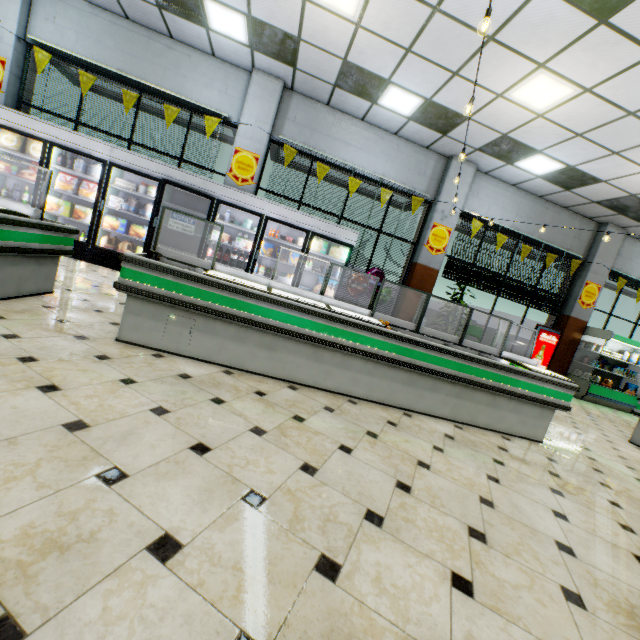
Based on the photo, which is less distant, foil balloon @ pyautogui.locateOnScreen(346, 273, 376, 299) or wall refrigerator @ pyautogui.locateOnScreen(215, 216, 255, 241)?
wall refrigerator @ pyautogui.locateOnScreen(215, 216, 255, 241)

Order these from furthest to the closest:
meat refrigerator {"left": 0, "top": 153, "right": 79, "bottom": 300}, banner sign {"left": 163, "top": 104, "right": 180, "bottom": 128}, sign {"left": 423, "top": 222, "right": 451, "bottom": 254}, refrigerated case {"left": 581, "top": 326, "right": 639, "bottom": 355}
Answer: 1. refrigerated case {"left": 581, "top": 326, "right": 639, "bottom": 355}
2. sign {"left": 423, "top": 222, "right": 451, "bottom": 254}
3. banner sign {"left": 163, "top": 104, "right": 180, "bottom": 128}
4. meat refrigerator {"left": 0, "top": 153, "right": 79, "bottom": 300}

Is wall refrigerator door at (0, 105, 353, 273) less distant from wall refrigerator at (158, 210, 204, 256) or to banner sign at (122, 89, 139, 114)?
wall refrigerator at (158, 210, 204, 256)

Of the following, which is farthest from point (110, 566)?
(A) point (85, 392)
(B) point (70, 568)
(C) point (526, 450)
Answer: (C) point (526, 450)

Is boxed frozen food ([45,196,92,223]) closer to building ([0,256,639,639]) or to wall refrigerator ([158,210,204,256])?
wall refrigerator ([158,210,204,256])

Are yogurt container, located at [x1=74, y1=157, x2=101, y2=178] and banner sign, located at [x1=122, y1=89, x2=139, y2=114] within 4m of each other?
yes

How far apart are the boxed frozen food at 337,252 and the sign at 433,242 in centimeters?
235cm

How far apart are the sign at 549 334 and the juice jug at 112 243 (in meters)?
10.56
